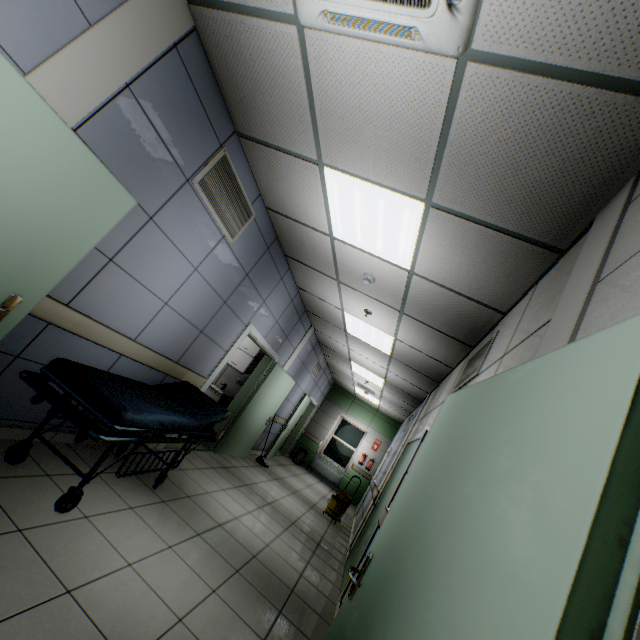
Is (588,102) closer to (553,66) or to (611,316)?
(553,66)

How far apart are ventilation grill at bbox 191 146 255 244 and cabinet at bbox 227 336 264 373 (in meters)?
3.46

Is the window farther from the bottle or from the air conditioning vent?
the air conditioning vent

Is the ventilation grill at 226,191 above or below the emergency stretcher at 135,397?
above

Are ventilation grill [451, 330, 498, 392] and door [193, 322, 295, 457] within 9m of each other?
yes

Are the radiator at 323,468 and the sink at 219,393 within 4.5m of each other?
no

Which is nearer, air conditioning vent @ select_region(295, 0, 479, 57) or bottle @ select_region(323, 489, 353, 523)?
air conditioning vent @ select_region(295, 0, 479, 57)

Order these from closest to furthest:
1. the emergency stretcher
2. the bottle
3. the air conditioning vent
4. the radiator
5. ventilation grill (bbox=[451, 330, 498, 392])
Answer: the air conditioning vent, the emergency stretcher, ventilation grill (bbox=[451, 330, 498, 392]), the bottle, the radiator
